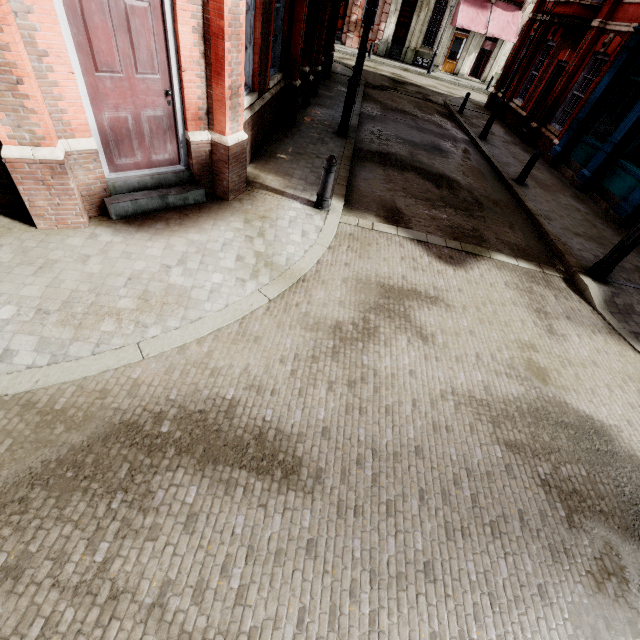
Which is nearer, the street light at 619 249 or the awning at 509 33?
the street light at 619 249

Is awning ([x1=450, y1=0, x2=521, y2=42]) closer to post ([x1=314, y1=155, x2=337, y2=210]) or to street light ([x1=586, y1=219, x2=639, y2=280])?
street light ([x1=586, y1=219, x2=639, y2=280])

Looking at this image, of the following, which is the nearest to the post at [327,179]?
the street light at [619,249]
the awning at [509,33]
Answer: the street light at [619,249]

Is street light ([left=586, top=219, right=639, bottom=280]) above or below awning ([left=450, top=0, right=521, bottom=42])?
below

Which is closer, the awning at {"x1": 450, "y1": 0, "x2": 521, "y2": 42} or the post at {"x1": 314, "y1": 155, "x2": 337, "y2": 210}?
the post at {"x1": 314, "y1": 155, "x2": 337, "y2": 210}

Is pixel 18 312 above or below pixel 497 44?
below

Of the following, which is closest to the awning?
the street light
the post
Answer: the street light

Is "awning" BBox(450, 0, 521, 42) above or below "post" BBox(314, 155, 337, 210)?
above
